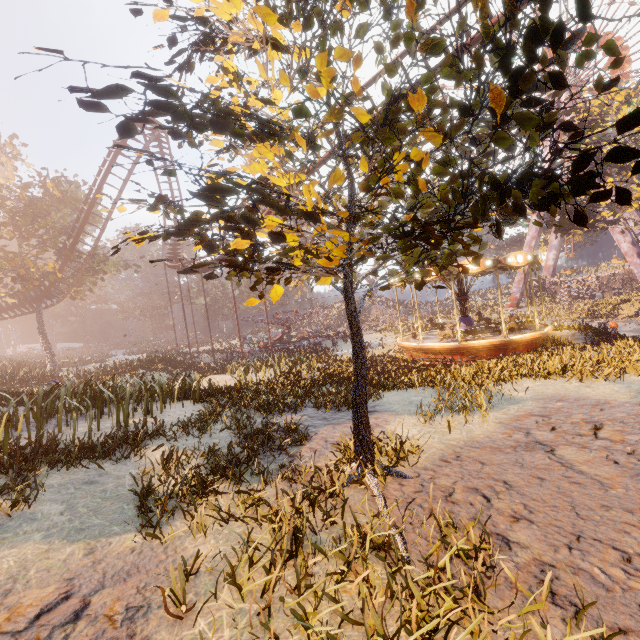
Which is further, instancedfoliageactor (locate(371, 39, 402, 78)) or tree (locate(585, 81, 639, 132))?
tree (locate(585, 81, 639, 132))

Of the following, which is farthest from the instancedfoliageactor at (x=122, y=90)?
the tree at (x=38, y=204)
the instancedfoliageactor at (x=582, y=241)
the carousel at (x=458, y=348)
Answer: the tree at (x=38, y=204)

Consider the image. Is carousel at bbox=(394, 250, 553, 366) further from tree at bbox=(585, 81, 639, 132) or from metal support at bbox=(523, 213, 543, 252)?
metal support at bbox=(523, 213, 543, 252)

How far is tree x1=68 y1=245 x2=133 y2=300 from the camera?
29.5 meters

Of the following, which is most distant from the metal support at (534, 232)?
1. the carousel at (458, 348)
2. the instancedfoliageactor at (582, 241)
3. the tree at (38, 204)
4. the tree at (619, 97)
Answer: the tree at (38, 204)

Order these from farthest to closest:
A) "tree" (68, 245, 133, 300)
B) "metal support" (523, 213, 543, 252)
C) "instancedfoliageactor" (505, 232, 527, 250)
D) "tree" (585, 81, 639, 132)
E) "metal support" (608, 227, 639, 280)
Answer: "instancedfoliageactor" (505, 232, 527, 250) → "metal support" (523, 213, 543, 252) → "metal support" (608, 227, 639, 280) → "tree" (68, 245, 133, 300) → "tree" (585, 81, 639, 132)

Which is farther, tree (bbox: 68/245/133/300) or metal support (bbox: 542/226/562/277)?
metal support (bbox: 542/226/562/277)

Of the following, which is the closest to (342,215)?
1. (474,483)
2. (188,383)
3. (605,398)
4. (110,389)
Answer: (474,483)
